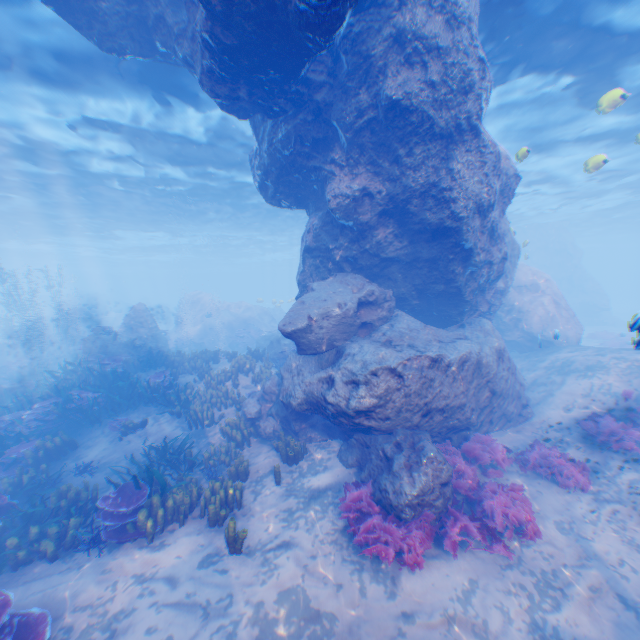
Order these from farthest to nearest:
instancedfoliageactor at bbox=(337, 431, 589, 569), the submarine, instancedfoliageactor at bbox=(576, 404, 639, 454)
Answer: the submarine, instancedfoliageactor at bbox=(576, 404, 639, 454), instancedfoliageactor at bbox=(337, 431, 589, 569)

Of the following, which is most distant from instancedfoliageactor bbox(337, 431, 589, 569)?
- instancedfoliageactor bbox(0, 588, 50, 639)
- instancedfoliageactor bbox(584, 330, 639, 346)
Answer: instancedfoliageactor bbox(584, 330, 639, 346)

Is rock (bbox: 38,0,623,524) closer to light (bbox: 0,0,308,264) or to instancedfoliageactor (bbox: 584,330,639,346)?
light (bbox: 0,0,308,264)

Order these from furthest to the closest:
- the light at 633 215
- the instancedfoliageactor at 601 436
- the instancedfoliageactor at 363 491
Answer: the light at 633 215, the instancedfoliageactor at 601 436, the instancedfoliageactor at 363 491

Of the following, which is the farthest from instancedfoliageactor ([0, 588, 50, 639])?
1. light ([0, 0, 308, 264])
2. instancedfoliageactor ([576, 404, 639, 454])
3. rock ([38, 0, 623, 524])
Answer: instancedfoliageactor ([576, 404, 639, 454])

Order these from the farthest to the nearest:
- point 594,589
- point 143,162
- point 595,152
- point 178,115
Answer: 1. point 595,152
2. point 143,162
3. point 178,115
4. point 594,589

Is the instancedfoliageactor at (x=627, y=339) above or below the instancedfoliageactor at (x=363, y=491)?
above

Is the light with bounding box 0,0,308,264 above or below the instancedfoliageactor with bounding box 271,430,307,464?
above
